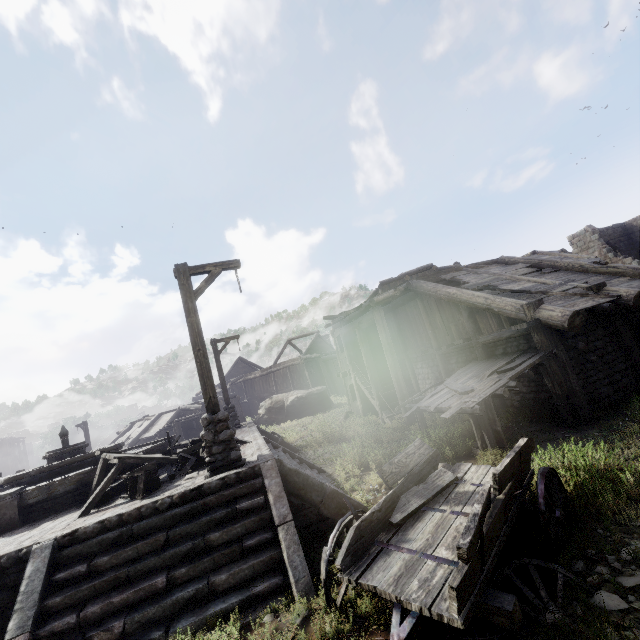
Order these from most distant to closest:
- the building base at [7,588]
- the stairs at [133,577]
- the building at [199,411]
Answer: the building at [199,411], the building base at [7,588], the stairs at [133,577]

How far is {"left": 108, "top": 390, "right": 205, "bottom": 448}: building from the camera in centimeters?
2470cm

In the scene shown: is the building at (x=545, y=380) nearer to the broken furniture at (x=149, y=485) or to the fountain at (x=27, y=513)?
the broken furniture at (x=149, y=485)

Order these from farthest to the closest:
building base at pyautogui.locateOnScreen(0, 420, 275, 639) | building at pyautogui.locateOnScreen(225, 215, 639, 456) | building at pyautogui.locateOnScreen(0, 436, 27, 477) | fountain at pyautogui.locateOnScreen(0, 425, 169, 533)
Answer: building at pyautogui.locateOnScreen(0, 436, 27, 477) → building at pyautogui.locateOnScreen(225, 215, 639, 456) → fountain at pyautogui.locateOnScreen(0, 425, 169, 533) → building base at pyautogui.locateOnScreen(0, 420, 275, 639)

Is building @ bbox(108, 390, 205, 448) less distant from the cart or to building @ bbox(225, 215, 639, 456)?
building @ bbox(225, 215, 639, 456)

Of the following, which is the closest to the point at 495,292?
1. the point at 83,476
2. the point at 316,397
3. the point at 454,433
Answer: the point at 454,433

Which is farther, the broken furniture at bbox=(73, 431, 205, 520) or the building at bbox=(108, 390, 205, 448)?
the building at bbox=(108, 390, 205, 448)

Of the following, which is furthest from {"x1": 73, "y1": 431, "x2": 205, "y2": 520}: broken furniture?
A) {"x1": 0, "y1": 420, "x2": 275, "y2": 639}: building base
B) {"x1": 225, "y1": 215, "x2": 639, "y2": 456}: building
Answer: {"x1": 225, "y1": 215, "x2": 639, "y2": 456}: building
